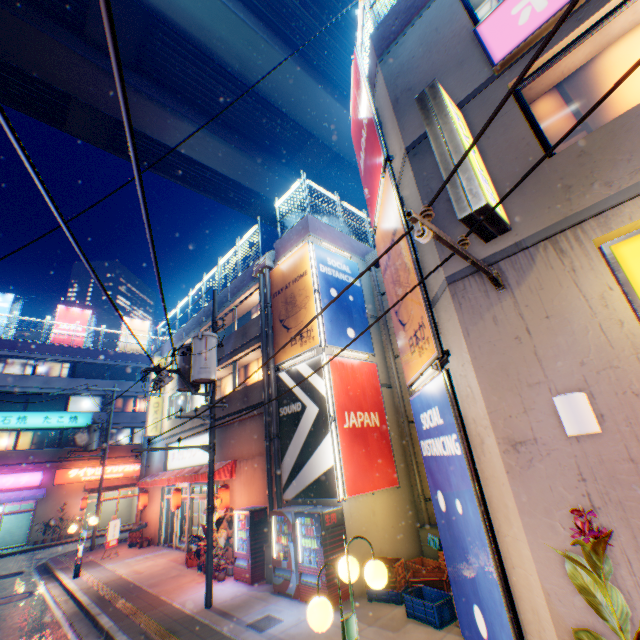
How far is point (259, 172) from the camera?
24.9m

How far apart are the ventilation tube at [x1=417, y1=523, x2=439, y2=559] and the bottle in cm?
366

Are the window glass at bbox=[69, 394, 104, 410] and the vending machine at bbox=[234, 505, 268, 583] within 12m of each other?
no

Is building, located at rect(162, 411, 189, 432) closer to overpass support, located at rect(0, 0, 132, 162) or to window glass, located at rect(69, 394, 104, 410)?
window glass, located at rect(69, 394, 104, 410)

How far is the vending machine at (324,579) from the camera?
7.9m

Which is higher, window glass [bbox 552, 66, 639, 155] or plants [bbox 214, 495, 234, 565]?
window glass [bbox 552, 66, 639, 155]

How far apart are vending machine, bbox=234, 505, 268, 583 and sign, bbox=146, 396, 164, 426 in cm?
1188

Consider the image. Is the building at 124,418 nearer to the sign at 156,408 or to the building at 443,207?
the sign at 156,408
